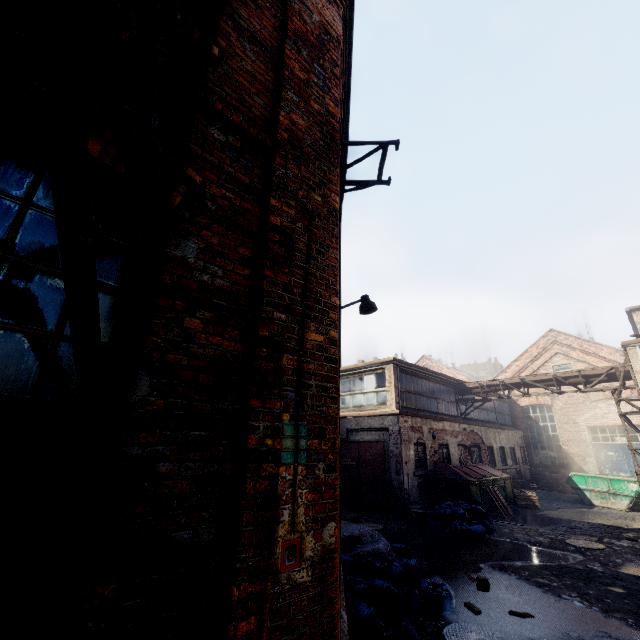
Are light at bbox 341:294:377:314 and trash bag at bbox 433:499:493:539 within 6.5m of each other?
no

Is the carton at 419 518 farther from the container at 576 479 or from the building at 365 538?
the container at 576 479

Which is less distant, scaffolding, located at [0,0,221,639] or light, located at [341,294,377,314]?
scaffolding, located at [0,0,221,639]

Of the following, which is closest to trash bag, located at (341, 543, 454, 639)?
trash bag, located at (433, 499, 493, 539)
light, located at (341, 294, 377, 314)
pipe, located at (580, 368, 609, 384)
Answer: light, located at (341, 294, 377, 314)

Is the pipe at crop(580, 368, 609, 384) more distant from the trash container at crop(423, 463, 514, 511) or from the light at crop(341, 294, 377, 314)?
the light at crop(341, 294, 377, 314)

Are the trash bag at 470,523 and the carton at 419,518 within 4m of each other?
yes

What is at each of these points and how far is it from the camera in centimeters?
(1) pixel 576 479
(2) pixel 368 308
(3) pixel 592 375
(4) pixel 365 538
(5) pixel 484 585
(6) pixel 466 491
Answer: (1) container, 1678cm
(2) light, 696cm
(3) pipe, 1472cm
(4) building, 611cm
(5) instancedfoliageactor, 608cm
(6) trash container, 1222cm

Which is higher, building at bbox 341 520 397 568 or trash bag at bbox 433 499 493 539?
building at bbox 341 520 397 568
